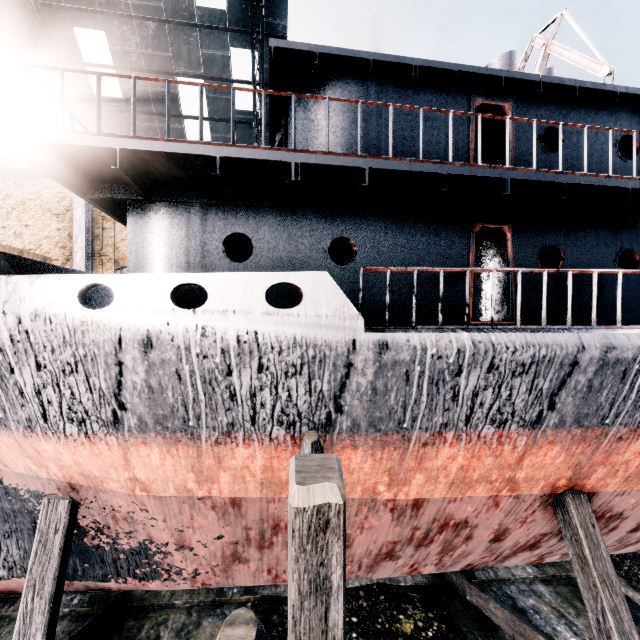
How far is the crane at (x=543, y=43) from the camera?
19.1 meters

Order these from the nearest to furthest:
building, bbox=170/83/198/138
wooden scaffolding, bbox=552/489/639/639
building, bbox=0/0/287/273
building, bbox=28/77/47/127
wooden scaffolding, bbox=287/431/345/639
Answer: wooden scaffolding, bbox=287/431/345/639 → wooden scaffolding, bbox=552/489/639/639 → building, bbox=0/0/287/273 → building, bbox=28/77/47/127 → building, bbox=170/83/198/138

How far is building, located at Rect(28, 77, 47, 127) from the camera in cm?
1994

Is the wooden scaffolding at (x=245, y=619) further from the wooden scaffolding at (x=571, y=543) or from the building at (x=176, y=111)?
the wooden scaffolding at (x=571, y=543)

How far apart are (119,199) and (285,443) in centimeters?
606cm

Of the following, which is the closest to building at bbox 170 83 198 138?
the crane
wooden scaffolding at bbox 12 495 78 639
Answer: wooden scaffolding at bbox 12 495 78 639

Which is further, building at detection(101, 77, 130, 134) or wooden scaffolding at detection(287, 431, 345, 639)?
building at detection(101, 77, 130, 134)
